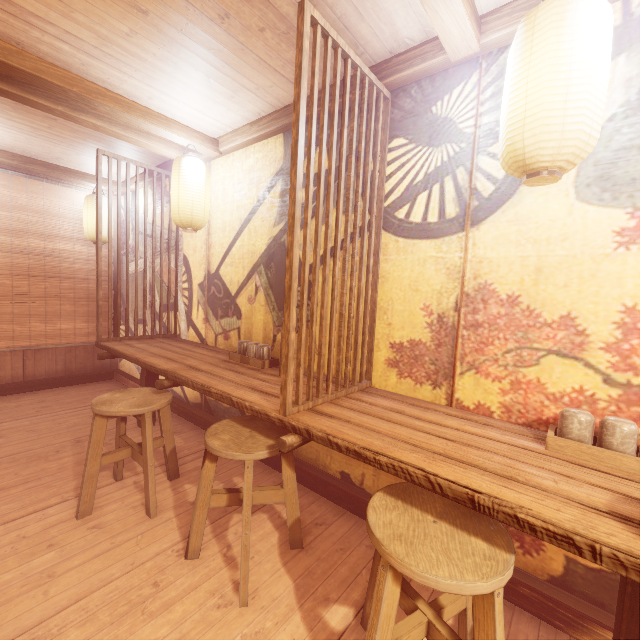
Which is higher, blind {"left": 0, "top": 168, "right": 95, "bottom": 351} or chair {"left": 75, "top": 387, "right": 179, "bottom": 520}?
blind {"left": 0, "top": 168, "right": 95, "bottom": 351}

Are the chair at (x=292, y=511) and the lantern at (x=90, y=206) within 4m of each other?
no

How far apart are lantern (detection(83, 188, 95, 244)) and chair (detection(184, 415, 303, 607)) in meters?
6.8

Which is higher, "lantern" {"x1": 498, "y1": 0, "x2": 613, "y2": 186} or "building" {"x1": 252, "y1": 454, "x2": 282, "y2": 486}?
"lantern" {"x1": 498, "y1": 0, "x2": 613, "y2": 186}

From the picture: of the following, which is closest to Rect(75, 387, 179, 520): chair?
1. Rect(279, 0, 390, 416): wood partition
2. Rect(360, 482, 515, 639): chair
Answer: Rect(279, 0, 390, 416): wood partition

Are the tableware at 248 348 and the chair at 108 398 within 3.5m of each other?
yes

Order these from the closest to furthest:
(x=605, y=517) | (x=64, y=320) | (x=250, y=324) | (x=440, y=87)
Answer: (x=605, y=517) < (x=440, y=87) < (x=250, y=324) < (x=64, y=320)

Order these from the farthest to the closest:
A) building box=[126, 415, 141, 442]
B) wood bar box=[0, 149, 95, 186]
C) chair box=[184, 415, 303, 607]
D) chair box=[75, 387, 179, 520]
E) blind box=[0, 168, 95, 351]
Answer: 1. blind box=[0, 168, 95, 351]
2. wood bar box=[0, 149, 95, 186]
3. building box=[126, 415, 141, 442]
4. chair box=[75, 387, 179, 520]
5. chair box=[184, 415, 303, 607]
